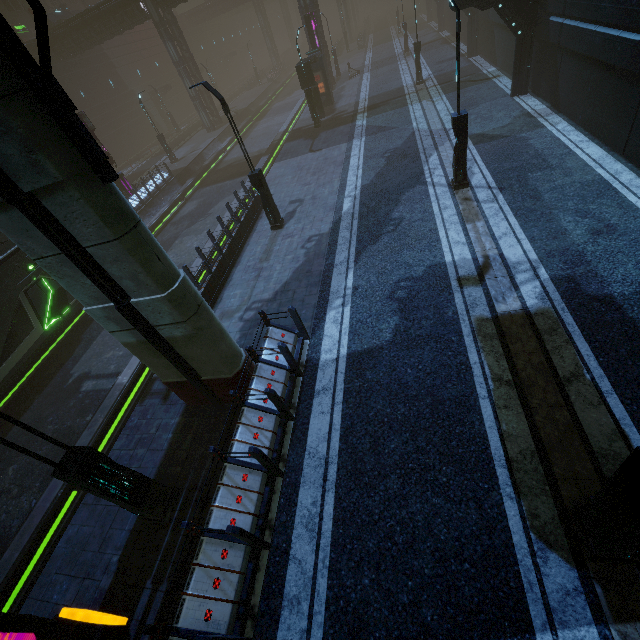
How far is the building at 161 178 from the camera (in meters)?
22.91

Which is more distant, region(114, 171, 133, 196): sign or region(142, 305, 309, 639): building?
region(114, 171, 133, 196): sign

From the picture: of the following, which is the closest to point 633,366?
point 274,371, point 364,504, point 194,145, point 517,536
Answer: point 517,536

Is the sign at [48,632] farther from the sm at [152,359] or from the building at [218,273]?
the sm at [152,359]

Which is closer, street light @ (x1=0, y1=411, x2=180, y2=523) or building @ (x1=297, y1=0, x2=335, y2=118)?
street light @ (x1=0, y1=411, x2=180, y2=523)

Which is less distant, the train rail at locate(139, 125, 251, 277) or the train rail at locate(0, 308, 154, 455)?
the train rail at locate(0, 308, 154, 455)

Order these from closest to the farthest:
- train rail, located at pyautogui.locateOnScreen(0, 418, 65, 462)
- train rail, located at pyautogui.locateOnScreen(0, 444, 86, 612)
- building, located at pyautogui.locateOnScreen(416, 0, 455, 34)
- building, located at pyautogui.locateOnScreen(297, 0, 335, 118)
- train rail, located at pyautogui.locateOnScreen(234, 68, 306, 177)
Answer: train rail, located at pyautogui.locateOnScreen(0, 444, 86, 612)
train rail, located at pyautogui.locateOnScreen(0, 418, 65, 462)
building, located at pyautogui.locateOnScreen(297, 0, 335, 118)
train rail, located at pyautogui.locateOnScreen(234, 68, 306, 177)
building, located at pyautogui.locateOnScreen(416, 0, 455, 34)

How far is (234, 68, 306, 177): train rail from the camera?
26.3m
